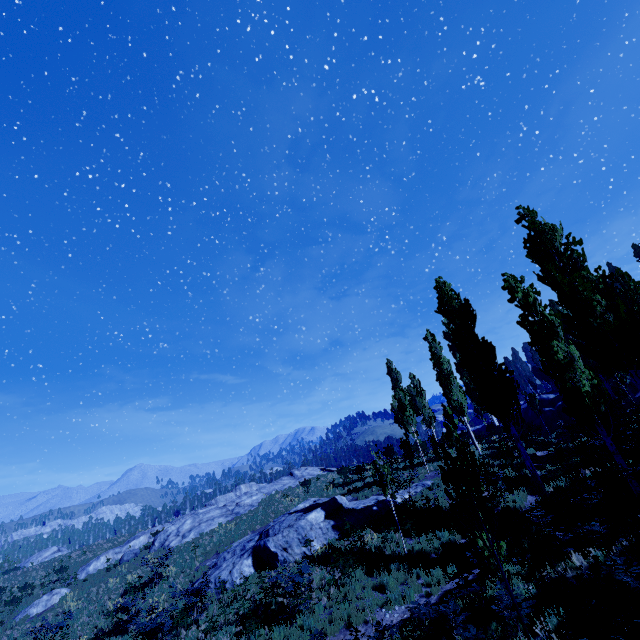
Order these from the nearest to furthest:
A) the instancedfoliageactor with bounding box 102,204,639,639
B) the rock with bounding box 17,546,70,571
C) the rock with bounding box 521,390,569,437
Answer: the instancedfoliageactor with bounding box 102,204,639,639 < the rock with bounding box 521,390,569,437 < the rock with bounding box 17,546,70,571

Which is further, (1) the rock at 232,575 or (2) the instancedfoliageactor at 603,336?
(1) the rock at 232,575

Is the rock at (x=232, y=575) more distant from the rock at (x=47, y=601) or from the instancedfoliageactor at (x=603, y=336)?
the rock at (x=47, y=601)

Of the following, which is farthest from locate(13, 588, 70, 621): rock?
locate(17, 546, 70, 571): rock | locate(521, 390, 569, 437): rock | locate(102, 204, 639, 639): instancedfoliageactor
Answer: locate(521, 390, 569, 437): rock

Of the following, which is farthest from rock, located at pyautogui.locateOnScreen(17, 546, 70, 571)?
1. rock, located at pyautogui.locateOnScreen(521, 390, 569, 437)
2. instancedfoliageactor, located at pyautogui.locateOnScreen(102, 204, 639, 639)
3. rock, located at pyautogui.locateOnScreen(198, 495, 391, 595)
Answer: rock, located at pyautogui.locateOnScreen(521, 390, 569, 437)

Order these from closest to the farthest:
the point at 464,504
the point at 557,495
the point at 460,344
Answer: the point at 464,504, the point at 557,495, the point at 460,344

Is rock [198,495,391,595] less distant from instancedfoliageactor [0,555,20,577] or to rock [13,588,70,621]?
instancedfoliageactor [0,555,20,577]
